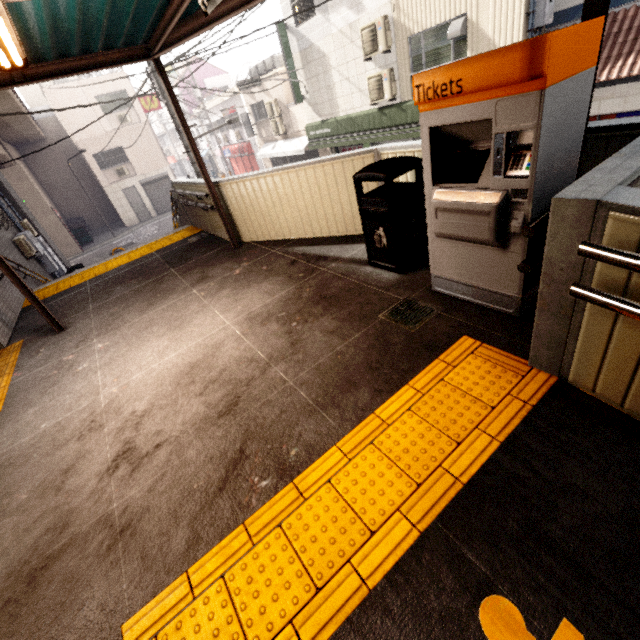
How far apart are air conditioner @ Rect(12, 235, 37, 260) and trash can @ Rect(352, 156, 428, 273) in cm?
1102

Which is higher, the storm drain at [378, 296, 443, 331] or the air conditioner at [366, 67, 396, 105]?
the air conditioner at [366, 67, 396, 105]

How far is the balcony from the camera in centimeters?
1698cm

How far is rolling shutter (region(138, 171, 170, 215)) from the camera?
24.41m

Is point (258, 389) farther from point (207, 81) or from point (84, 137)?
point (207, 81)

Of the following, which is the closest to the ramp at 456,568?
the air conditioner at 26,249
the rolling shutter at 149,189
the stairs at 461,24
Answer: the stairs at 461,24

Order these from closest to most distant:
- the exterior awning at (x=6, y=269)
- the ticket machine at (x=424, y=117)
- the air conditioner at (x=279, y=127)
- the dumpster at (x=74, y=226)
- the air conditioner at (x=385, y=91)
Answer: the ticket machine at (x=424, y=117) < the exterior awning at (x=6, y=269) < the air conditioner at (x=385, y=91) < the air conditioner at (x=279, y=127) < the dumpster at (x=74, y=226)

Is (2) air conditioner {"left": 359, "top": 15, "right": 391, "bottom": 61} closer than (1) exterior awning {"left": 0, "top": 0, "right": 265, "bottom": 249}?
No
